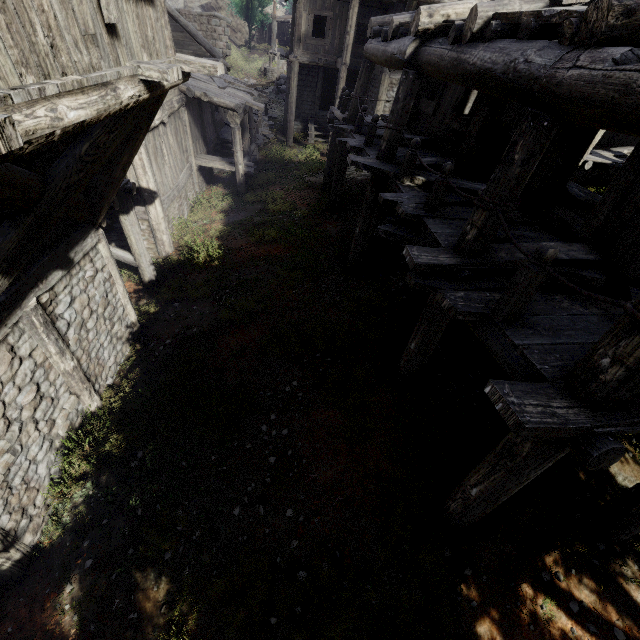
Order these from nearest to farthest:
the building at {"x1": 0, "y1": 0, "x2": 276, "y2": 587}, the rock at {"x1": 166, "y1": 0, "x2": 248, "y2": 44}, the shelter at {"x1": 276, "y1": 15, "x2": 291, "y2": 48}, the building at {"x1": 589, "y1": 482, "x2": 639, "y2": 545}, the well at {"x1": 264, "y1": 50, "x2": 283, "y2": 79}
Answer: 1. the building at {"x1": 0, "y1": 0, "x2": 276, "y2": 587}
2. the building at {"x1": 589, "y1": 482, "x2": 639, "y2": 545}
3. the well at {"x1": 264, "y1": 50, "x2": 283, "y2": 79}
4. the shelter at {"x1": 276, "y1": 15, "x2": 291, "y2": 48}
5. the rock at {"x1": 166, "y1": 0, "x2": 248, "y2": 44}

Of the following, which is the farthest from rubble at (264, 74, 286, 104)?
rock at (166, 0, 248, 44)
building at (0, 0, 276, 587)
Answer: rock at (166, 0, 248, 44)

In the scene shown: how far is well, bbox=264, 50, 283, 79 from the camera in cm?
3041

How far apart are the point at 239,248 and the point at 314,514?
9.22m

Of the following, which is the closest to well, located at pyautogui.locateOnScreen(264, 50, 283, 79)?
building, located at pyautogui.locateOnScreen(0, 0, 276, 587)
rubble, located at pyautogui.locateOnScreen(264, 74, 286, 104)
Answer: rubble, located at pyautogui.locateOnScreen(264, 74, 286, 104)

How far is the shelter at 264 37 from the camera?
45.0 meters

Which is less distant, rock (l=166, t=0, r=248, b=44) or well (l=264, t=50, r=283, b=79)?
well (l=264, t=50, r=283, b=79)

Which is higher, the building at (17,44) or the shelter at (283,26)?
the shelter at (283,26)
